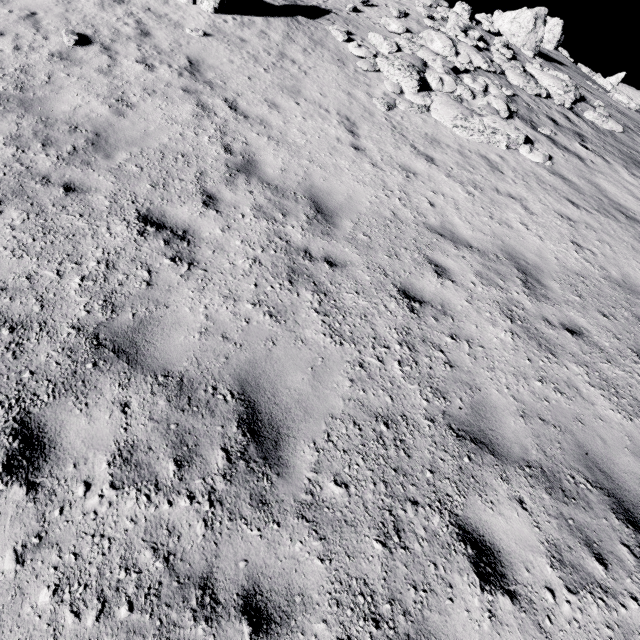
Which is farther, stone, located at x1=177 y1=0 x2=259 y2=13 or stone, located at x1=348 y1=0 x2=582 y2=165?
stone, located at x1=177 y1=0 x2=259 y2=13

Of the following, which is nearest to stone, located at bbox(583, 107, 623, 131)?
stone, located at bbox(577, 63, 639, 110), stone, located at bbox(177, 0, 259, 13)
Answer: stone, located at bbox(177, 0, 259, 13)

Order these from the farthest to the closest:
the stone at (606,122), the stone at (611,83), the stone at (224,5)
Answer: the stone at (611,83) → the stone at (606,122) → the stone at (224,5)

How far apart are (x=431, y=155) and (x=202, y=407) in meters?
8.4 m

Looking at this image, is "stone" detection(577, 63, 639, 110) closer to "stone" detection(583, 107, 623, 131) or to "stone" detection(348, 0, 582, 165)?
"stone" detection(583, 107, 623, 131)

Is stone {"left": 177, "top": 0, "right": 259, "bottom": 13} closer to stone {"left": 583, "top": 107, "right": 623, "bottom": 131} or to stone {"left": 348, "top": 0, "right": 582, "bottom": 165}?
stone {"left": 348, "top": 0, "right": 582, "bottom": 165}

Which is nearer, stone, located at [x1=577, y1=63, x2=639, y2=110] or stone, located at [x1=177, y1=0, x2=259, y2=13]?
stone, located at [x1=177, y1=0, x2=259, y2=13]

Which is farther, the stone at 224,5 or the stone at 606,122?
the stone at 606,122
